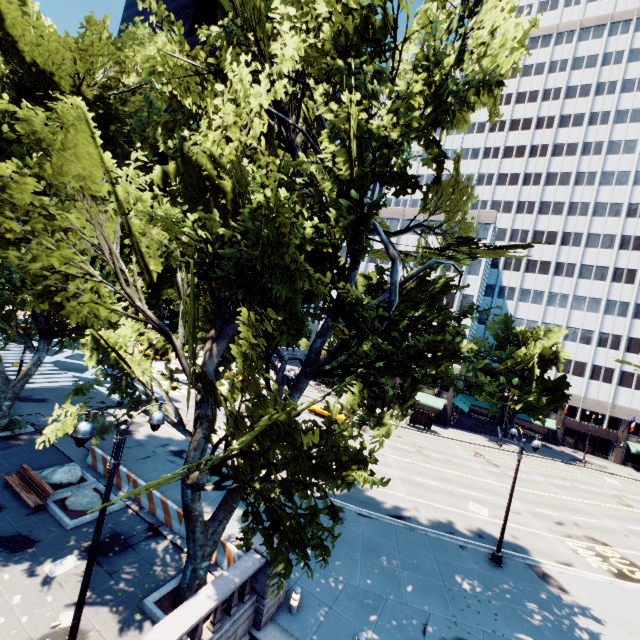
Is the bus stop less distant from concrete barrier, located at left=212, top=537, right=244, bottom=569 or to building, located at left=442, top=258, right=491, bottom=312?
building, located at left=442, top=258, right=491, bottom=312

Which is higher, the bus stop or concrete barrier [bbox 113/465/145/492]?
the bus stop

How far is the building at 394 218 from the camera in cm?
5353

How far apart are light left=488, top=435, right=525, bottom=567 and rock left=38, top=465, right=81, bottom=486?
22.2m

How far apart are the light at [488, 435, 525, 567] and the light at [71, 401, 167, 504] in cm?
1846

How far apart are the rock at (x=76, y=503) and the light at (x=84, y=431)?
7.0 meters

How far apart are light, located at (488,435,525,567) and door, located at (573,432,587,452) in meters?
48.4 m

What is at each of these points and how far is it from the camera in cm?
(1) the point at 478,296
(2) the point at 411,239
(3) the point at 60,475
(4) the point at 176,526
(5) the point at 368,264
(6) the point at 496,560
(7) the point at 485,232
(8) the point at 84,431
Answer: (1) building, 4956
(2) building, 5312
(3) rock, 1571
(4) concrete barrier, 1444
(5) building, 5609
(6) light, 1741
(7) building, 4806
(8) light, 729
